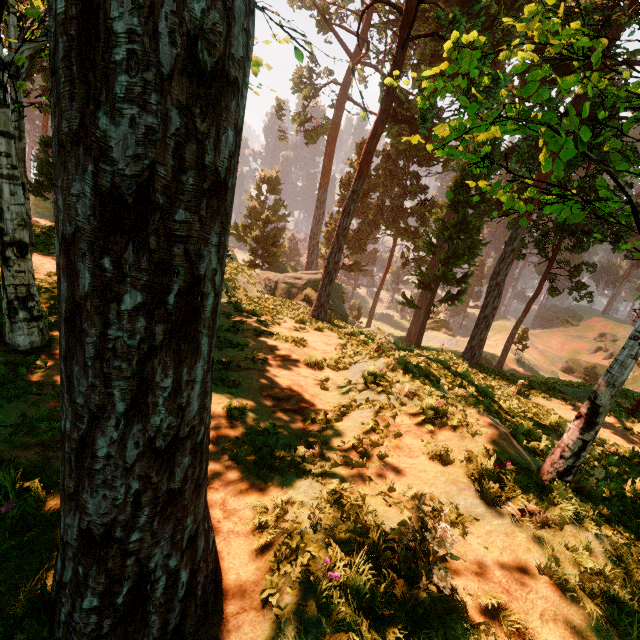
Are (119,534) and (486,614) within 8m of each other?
yes

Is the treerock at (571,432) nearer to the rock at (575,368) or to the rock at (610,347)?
the rock at (610,347)

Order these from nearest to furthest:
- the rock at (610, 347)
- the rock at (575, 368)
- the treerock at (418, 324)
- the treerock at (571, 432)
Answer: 1. the treerock at (418, 324)
2. the treerock at (571, 432)
3. the rock at (575, 368)
4. the rock at (610, 347)

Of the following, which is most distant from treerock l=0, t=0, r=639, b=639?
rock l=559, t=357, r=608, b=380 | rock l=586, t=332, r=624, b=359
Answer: rock l=559, t=357, r=608, b=380

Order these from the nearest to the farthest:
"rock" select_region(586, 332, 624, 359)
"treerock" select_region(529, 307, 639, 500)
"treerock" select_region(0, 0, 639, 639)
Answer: "treerock" select_region(0, 0, 639, 639)
"treerock" select_region(529, 307, 639, 500)
"rock" select_region(586, 332, 624, 359)

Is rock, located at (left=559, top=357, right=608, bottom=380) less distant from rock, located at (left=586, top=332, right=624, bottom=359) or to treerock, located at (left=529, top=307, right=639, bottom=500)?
rock, located at (left=586, top=332, right=624, bottom=359)
